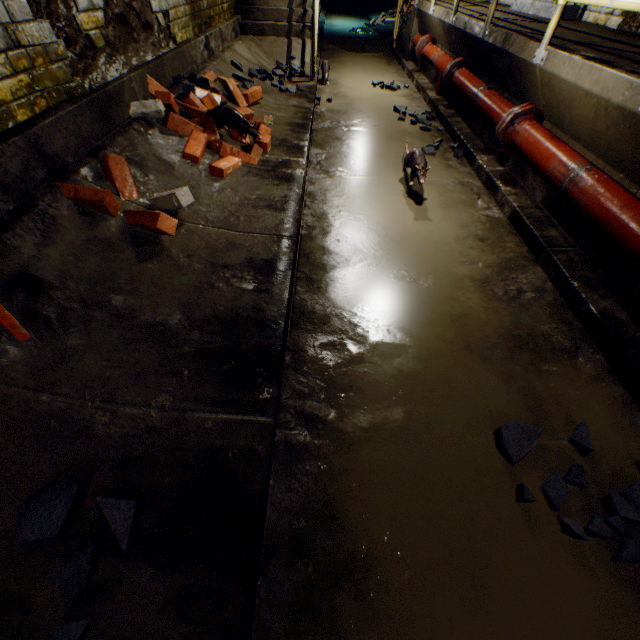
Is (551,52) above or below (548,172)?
above

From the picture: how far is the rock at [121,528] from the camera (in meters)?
0.90

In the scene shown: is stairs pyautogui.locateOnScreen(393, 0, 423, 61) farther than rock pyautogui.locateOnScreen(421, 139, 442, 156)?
Yes

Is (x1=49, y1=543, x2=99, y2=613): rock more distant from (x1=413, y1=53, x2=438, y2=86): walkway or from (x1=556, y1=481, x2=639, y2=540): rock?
(x1=413, y1=53, x2=438, y2=86): walkway

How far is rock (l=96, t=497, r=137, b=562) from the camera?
0.9 meters

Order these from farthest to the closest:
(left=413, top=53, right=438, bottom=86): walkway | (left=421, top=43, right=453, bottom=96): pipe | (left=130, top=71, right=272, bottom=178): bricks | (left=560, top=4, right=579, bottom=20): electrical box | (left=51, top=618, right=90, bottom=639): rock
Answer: (left=413, top=53, right=438, bottom=86): walkway → (left=421, top=43, right=453, bottom=96): pipe → (left=560, top=4, right=579, bottom=20): electrical box → (left=130, top=71, right=272, bottom=178): bricks → (left=51, top=618, right=90, bottom=639): rock

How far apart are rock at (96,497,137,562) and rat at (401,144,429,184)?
2.3m

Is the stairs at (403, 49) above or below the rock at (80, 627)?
above
